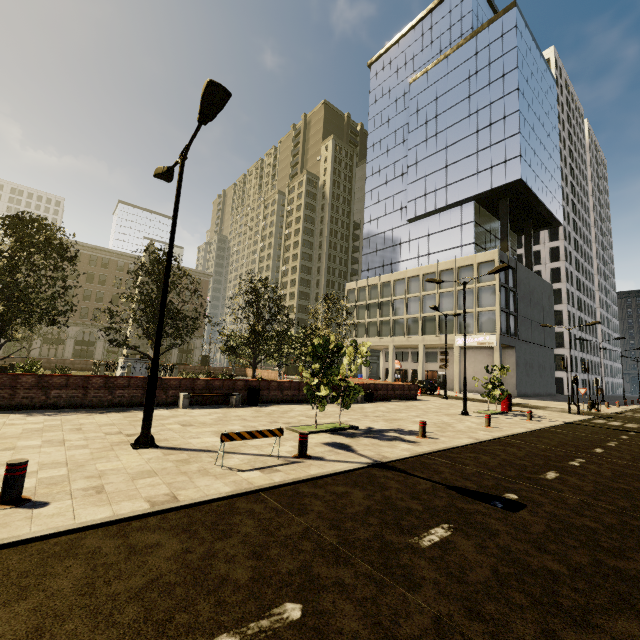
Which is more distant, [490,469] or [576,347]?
[576,347]

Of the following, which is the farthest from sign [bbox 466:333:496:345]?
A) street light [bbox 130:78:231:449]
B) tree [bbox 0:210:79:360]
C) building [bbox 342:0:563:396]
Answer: street light [bbox 130:78:231:449]

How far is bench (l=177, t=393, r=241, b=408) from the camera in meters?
13.6

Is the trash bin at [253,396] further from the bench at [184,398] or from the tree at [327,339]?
the tree at [327,339]

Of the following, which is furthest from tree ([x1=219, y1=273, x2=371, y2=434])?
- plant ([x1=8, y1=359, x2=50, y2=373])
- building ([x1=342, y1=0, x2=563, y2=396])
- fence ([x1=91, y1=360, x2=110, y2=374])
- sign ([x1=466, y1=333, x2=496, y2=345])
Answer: sign ([x1=466, y1=333, x2=496, y2=345])

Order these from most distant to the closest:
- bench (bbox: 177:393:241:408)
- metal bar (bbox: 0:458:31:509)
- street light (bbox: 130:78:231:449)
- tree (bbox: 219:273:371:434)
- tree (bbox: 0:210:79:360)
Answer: bench (bbox: 177:393:241:408) → tree (bbox: 0:210:79:360) → tree (bbox: 219:273:371:434) → street light (bbox: 130:78:231:449) → metal bar (bbox: 0:458:31:509)

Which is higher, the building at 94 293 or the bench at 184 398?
the building at 94 293

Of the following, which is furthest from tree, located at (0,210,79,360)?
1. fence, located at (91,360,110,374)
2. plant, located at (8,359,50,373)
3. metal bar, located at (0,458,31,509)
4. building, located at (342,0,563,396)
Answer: building, located at (342,0,563,396)
